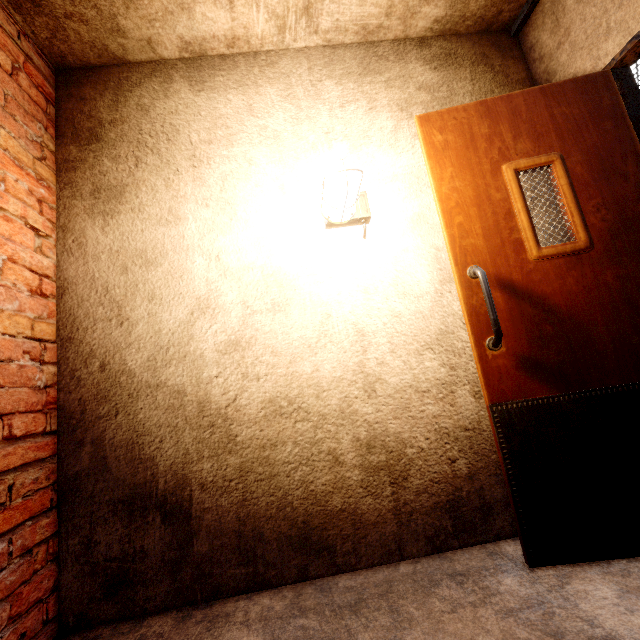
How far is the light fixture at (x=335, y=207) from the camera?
1.60m

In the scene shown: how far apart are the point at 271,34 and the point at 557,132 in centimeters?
174cm

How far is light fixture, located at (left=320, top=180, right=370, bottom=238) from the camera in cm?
160
